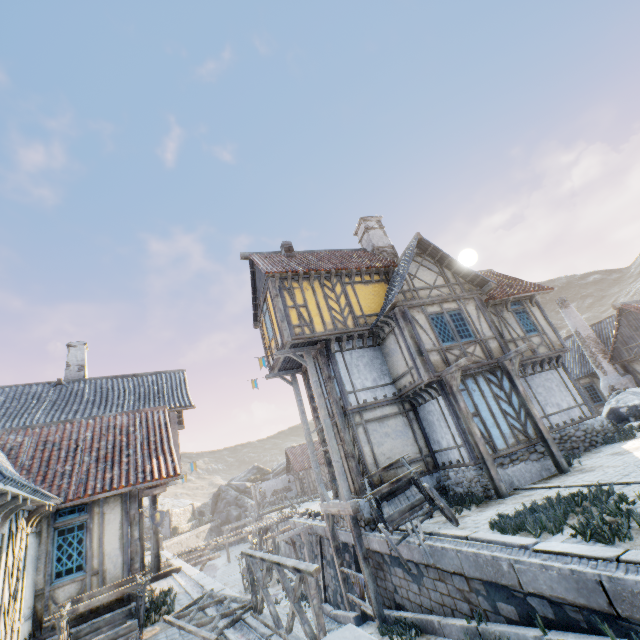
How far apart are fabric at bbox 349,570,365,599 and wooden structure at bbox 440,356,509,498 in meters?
4.9 m

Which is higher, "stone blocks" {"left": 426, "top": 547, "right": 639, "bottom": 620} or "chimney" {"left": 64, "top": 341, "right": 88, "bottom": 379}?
"chimney" {"left": 64, "top": 341, "right": 88, "bottom": 379}

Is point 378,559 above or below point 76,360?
below

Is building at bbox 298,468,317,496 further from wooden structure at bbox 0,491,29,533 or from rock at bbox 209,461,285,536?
wooden structure at bbox 0,491,29,533

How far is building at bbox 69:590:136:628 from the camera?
8.30m

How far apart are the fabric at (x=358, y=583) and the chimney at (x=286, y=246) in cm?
1326

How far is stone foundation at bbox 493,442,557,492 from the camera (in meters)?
10.38

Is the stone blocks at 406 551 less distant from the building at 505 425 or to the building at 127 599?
the building at 127 599
